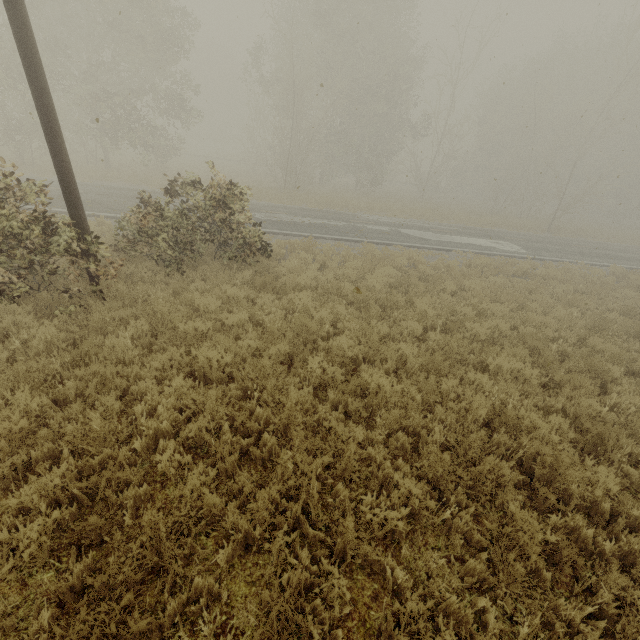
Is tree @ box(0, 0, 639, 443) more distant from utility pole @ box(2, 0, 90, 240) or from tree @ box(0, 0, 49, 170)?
→ utility pole @ box(2, 0, 90, 240)

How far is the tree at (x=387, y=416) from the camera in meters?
4.8

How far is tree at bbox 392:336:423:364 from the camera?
6.2m

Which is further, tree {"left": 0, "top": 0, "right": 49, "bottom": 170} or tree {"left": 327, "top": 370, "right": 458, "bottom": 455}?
tree {"left": 0, "top": 0, "right": 49, "bottom": 170}

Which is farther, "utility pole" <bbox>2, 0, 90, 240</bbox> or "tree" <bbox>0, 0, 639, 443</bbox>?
"tree" <bbox>0, 0, 639, 443</bbox>

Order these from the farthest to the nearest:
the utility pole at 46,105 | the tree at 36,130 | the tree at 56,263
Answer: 1. the tree at 36,130
2. the tree at 56,263
3. the utility pole at 46,105

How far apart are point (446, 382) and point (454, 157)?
31.2m

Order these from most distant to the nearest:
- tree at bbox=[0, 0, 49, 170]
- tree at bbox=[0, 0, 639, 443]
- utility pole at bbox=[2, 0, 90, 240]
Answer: tree at bbox=[0, 0, 49, 170], tree at bbox=[0, 0, 639, 443], utility pole at bbox=[2, 0, 90, 240]
